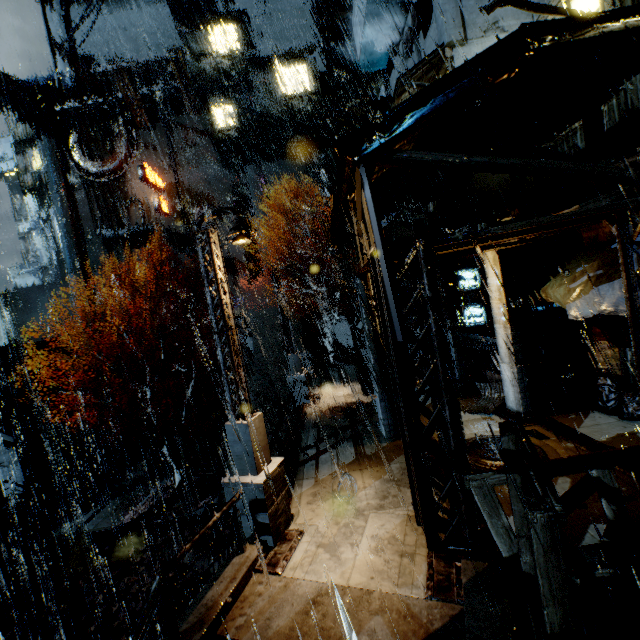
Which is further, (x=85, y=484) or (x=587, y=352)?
(x=85, y=484)

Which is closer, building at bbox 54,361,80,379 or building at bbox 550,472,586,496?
building at bbox 550,472,586,496

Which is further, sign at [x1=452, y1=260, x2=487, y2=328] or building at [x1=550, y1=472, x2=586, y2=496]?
sign at [x1=452, y1=260, x2=487, y2=328]

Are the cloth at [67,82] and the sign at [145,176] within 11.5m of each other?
yes

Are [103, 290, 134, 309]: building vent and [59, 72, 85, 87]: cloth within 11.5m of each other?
no

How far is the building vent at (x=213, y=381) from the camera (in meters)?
31.53

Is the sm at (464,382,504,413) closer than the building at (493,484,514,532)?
No

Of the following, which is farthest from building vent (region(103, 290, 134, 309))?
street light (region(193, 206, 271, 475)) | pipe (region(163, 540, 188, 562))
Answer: street light (region(193, 206, 271, 475))
